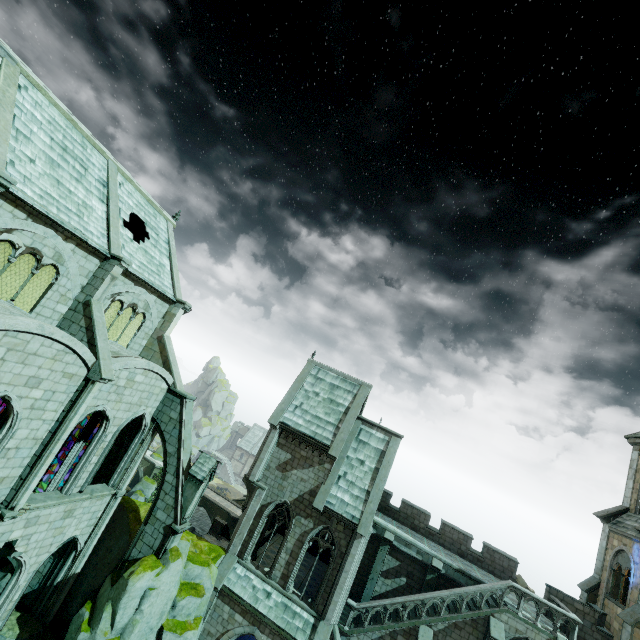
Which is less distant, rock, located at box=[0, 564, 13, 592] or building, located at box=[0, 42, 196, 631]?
building, located at box=[0, 42, 196, 631]

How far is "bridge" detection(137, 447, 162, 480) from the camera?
48.6m

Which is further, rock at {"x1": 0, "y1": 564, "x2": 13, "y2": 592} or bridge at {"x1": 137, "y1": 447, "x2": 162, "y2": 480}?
bridge at {"x1": 137, "y1": 447, "x2": 162, "y2": 480}

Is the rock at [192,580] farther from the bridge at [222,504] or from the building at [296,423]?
the bridge at [222,504]

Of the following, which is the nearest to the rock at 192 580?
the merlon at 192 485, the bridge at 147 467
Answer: the merlon at 192 485

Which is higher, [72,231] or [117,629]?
[72,231]
